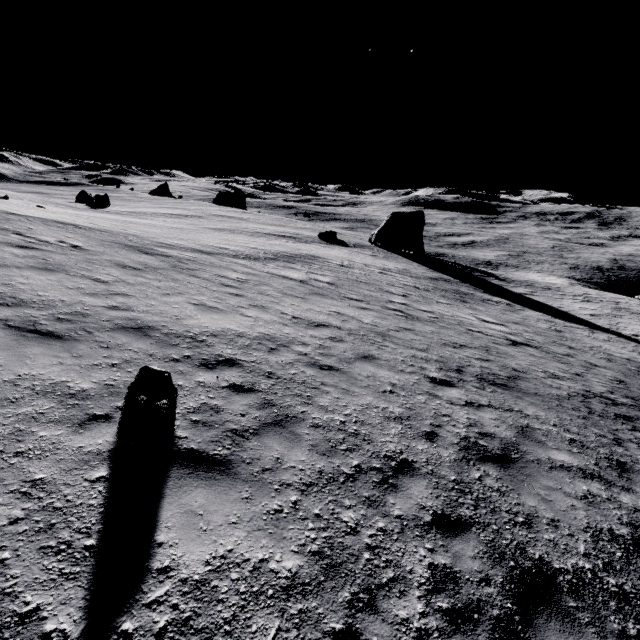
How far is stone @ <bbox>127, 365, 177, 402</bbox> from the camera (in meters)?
5.00

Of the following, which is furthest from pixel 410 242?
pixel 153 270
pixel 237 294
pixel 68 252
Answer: pixel 68 252

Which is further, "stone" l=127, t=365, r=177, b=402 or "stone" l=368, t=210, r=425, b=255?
"stone" l=368, t=210, r=425, b=255

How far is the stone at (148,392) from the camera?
5.0m

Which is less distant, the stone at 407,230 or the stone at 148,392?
the stone at 148,392

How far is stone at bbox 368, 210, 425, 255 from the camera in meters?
45.3 m
